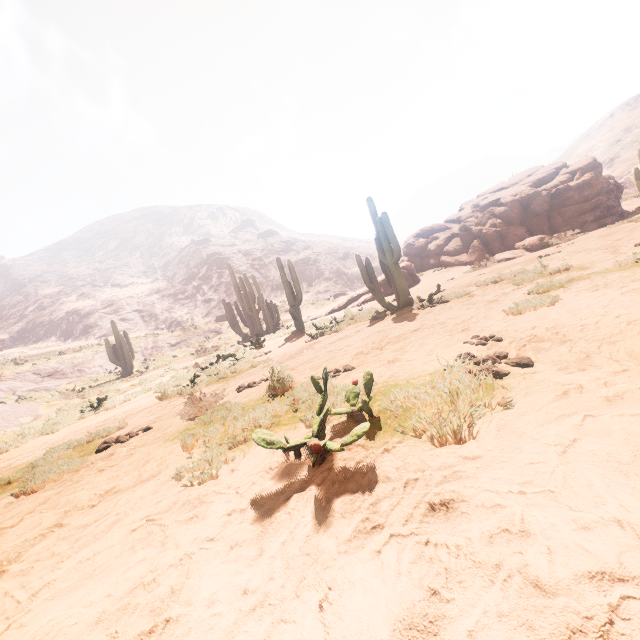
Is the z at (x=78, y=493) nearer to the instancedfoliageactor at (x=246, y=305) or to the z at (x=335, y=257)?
the instancedfoliageactor at (x=246, y=305)

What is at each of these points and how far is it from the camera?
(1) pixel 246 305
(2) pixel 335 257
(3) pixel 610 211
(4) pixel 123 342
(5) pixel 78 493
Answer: (1) instancedfoliageactor, 20.00m
(2) z, 56.75m
(3) rock, 16.75m
(4) instancedfoliageactor, 22.09m
(5) z, 3.52m

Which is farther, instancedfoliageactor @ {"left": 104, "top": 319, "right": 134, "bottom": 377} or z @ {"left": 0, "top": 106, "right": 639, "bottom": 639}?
instancedfoliageactor @ {"left": 104, "top": 319, "right": 134, "bottom": 377}

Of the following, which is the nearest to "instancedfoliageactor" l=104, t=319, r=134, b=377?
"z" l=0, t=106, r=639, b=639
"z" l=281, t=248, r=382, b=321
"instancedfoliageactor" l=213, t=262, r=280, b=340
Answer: "z" l=0, t=106, r=639, b=639

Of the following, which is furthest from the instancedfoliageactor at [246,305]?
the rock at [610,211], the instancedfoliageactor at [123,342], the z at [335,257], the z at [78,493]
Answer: the z at [335,257]

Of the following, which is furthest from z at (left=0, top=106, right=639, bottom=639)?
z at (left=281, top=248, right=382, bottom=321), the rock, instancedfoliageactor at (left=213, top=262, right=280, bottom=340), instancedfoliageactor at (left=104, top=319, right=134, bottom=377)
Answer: z at (left=281, top=248, right=382, bottom=321)

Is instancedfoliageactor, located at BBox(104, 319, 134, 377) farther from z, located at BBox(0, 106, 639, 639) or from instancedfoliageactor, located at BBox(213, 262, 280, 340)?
instancedfoliageactor, located at BBox(213, 262, 280, 340)

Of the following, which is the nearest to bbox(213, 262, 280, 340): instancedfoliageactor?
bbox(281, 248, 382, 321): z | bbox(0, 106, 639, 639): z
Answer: bbox(0, 106, 639, 639): z
